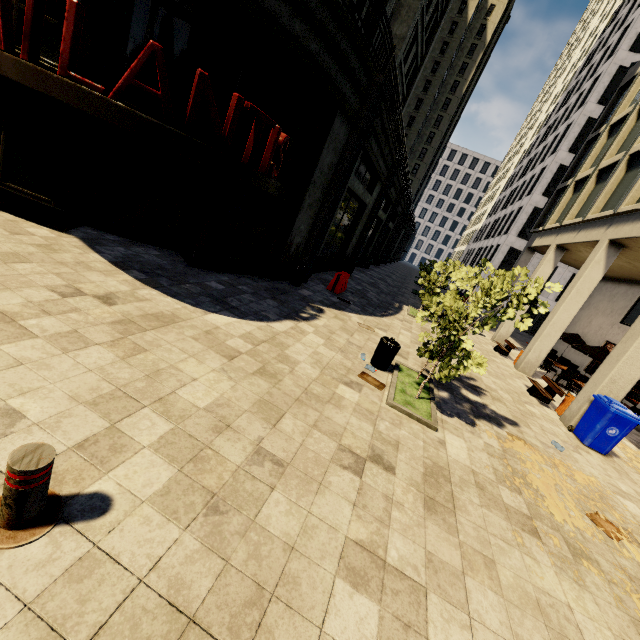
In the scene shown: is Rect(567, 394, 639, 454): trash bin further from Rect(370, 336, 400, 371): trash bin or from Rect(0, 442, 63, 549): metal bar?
Rect(0, 442, 63, 549): metal bar

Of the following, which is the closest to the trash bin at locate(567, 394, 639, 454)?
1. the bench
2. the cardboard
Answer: the bench

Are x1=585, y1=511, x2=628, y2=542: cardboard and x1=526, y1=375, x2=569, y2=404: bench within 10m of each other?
yes

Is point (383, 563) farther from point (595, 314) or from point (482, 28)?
point (482, 28)

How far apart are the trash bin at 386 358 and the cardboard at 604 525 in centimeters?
407cm

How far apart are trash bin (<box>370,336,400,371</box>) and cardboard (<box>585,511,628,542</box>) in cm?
407

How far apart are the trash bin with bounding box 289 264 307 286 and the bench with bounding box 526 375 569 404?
8.7m

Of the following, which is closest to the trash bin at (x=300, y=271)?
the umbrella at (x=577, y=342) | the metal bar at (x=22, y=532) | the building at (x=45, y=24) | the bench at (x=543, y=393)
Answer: the building at (x=45, y=24)
